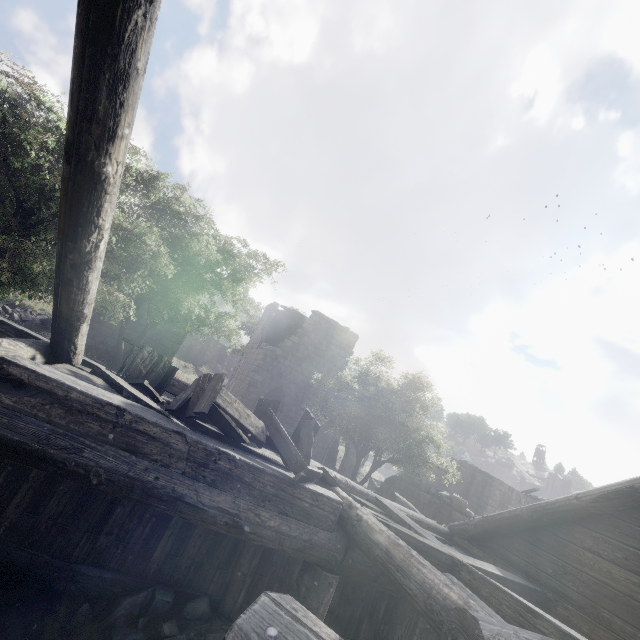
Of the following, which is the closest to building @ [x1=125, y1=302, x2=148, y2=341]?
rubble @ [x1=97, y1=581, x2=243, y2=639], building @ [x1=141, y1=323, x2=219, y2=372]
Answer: rubble @ [x1=97, y1=581, x2=243, y2=639]

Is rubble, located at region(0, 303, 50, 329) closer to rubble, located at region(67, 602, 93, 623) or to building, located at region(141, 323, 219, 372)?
building, located at region(141, 323, 219, 372)

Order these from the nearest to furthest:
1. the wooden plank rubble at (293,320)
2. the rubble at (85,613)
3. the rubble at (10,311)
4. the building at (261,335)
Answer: the rubble at (85,613) → the rubble at (10,311) → the building at (261,335) → the wooden plank rubble at (293,320)

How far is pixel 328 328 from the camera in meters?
23.1 m

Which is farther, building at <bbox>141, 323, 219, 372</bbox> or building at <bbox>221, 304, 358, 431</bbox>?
building at <bbox>221, 304, 358, 431</bbox>

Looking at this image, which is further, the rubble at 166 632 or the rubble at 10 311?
the rubble at 10 311
